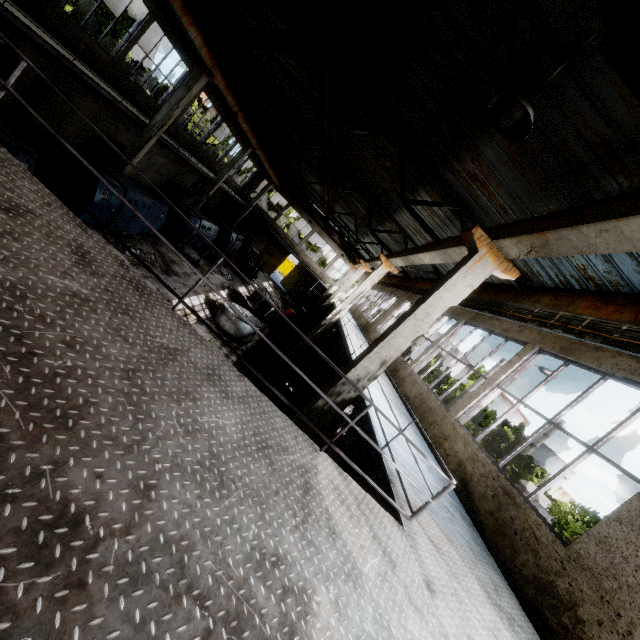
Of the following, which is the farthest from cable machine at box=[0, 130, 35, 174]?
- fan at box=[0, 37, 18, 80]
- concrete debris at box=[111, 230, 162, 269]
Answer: fan at box=[0, 37, 18, 80]

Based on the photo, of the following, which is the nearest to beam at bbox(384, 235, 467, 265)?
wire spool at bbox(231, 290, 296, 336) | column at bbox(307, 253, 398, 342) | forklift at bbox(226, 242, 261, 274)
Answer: column at bbox(307, 253, 398, 342)

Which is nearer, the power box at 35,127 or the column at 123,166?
the power box at 35,127

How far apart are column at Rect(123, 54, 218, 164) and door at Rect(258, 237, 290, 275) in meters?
22.4

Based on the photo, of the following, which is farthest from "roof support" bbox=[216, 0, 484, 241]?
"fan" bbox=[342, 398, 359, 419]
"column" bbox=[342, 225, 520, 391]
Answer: "fan" bbox=[342, 398, 359, 419]

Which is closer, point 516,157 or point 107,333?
point 107,333

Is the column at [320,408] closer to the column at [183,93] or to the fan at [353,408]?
the fan at [353,408]

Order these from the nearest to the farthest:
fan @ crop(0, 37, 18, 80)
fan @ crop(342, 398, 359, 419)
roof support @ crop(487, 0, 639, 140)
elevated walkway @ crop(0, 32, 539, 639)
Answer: elevated walkway @ crop(0, 32, 539, 639), roof support @ crop(487, 0, 639, 140), fan @ crop(0, 37, 18, 80), fan @ crop(342, 398, 359, 419)
